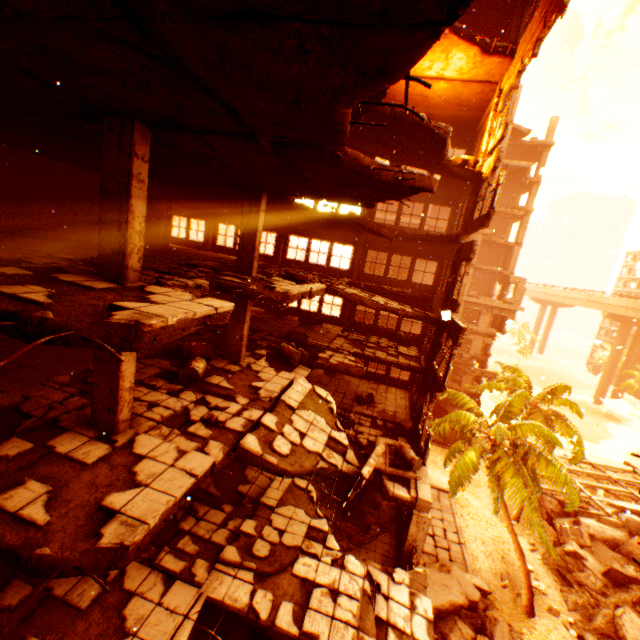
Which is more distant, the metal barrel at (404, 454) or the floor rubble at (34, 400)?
the metal barrel at (404, 454)

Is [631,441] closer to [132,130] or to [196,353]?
[196,353]

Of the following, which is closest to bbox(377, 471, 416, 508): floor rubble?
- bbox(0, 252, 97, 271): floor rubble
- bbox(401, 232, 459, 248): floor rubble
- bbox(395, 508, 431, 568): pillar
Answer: bbox(395, 508, 431, 568): pillar

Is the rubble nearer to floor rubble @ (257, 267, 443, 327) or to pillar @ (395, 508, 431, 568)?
floor rubble @ (257, 267, 443, 327)

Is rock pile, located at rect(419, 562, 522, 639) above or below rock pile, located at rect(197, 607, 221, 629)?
below

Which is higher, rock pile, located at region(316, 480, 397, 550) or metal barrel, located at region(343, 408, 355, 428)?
metal barrel, located at region(343, 408, 355, 428)

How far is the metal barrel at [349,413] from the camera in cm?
1405

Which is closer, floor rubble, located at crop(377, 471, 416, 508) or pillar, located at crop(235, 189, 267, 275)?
pillar, located at crop(235, 189, 267, 275)
